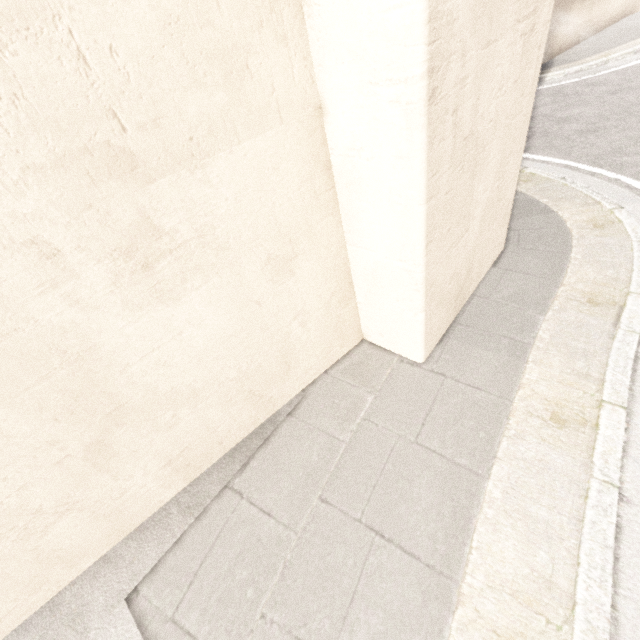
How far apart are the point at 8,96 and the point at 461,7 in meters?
1.9
